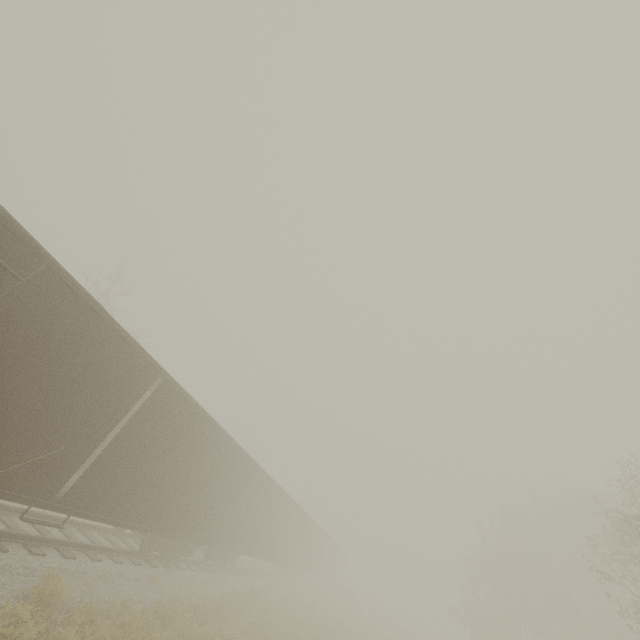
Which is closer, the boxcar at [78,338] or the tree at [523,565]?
the boxcar at [78,338]

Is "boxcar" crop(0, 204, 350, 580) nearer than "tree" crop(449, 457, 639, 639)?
Yes

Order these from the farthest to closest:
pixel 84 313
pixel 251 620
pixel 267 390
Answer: pixel 267 390, pixel 251 620, pixel 84 313

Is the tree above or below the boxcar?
above

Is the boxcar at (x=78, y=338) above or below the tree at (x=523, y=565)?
below
